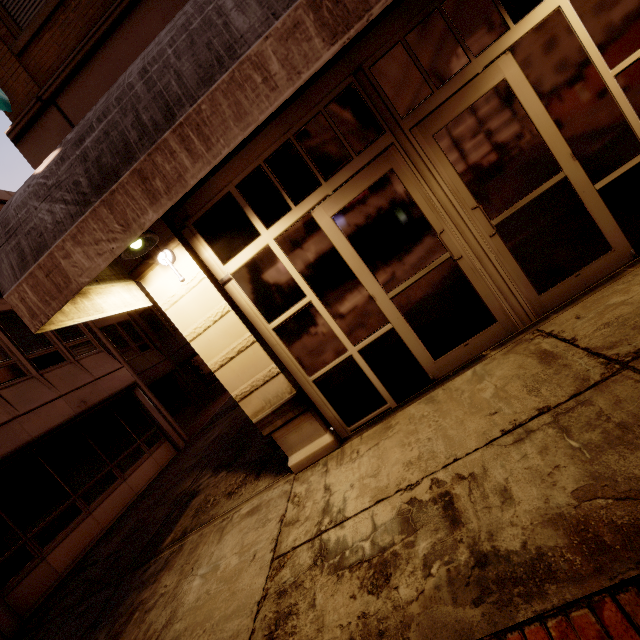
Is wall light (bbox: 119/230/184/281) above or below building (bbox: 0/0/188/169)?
below

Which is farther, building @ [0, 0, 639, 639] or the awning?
building @ [0, 0, 639, 639]

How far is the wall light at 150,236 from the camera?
3.50m

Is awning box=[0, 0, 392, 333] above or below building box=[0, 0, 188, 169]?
below

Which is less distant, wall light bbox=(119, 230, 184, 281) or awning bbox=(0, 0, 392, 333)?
awning bbox=(0, 0, 392, 333)

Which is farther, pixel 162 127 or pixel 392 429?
pixel 392 429

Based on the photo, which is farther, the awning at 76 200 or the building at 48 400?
the building at 48 400
